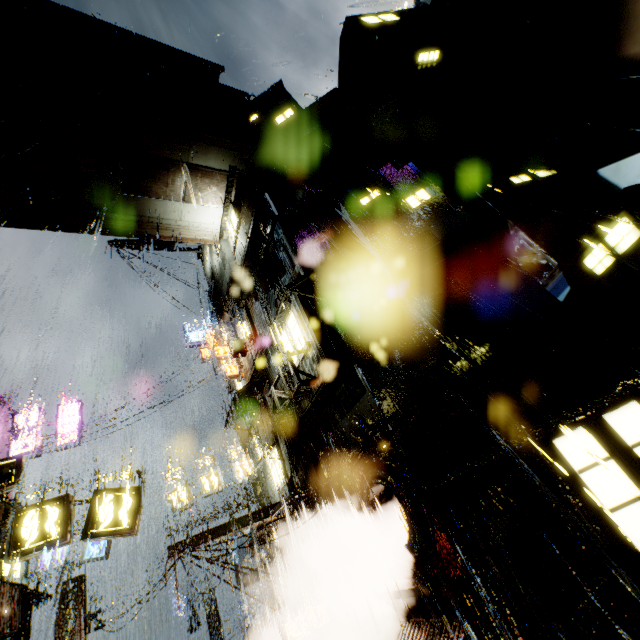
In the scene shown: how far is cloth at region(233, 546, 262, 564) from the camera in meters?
15.3

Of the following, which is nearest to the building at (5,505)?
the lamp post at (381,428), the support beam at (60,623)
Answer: the lamp post at (381,428)

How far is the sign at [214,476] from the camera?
19.05m

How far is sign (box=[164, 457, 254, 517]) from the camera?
19.0m

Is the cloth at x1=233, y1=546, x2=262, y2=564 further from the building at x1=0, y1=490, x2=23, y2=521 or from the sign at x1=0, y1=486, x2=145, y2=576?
the sign at x1=0, y1=486, x2=145, y2=576

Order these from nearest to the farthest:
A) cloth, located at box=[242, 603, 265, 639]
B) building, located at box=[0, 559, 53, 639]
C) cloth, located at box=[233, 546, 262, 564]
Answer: building, located at box=[0, 559, 53, 639] → cloth, located at box=[233, 546, 262, 564] → cloth, located at box=[242, 603, 265, 639]

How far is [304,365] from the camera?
11.2m

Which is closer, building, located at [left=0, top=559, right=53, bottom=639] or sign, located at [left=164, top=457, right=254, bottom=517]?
building, located at [left=0, top=559, right=53, bottom=639]
